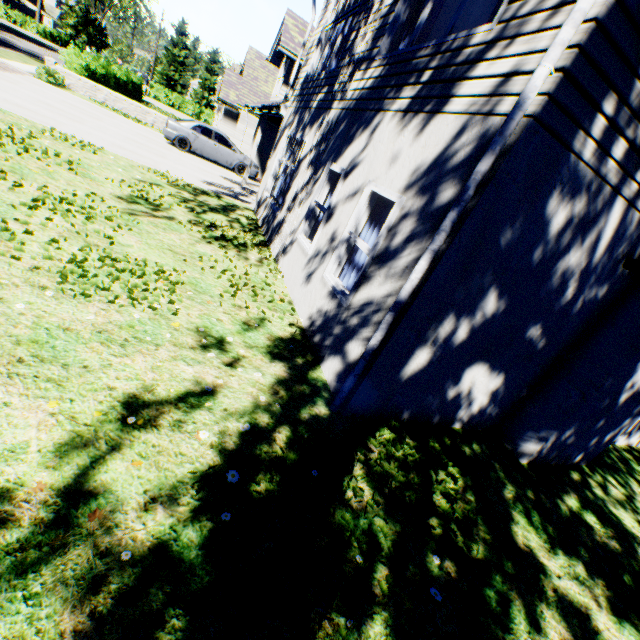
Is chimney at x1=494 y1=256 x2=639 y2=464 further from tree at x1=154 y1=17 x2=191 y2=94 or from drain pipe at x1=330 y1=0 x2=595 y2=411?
tree at x1=154 y1=17 x2=191 y2=94

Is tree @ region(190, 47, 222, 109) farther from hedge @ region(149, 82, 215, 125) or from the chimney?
hedge @ region(149, 82, 215, 125)

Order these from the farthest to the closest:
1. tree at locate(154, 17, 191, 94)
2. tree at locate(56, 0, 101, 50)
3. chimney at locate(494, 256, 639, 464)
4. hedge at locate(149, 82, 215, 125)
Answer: tree at locate(154, 17, 191, 94) → tree at locate(56, 0, 101, 50) → hedge at locate(149, 82, 215, 125) → chimney at locate(494, 256, 639, 464)

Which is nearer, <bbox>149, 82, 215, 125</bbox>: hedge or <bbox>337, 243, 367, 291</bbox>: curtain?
<bbox>337, 243, 367, 291</bbox>: curtain

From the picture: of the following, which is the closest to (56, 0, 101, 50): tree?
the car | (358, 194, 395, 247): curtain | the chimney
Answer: the chimney

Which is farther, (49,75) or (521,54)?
(49,75)

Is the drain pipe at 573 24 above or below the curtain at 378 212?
above

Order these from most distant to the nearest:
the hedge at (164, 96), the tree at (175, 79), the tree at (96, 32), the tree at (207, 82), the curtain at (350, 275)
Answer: the tree at (207, 82), the tree at (175, 79), the tree at (96, 32), the hedge at (164, 96), the curtain at (350, 275)
